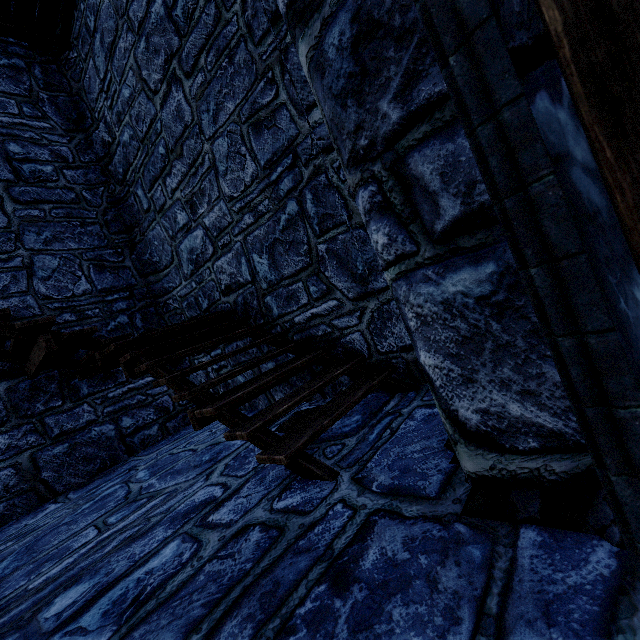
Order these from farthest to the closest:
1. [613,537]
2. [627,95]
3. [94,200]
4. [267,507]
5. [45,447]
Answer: [94,200]
[45,447]
[267,507]
[613,537]
[627,95]
